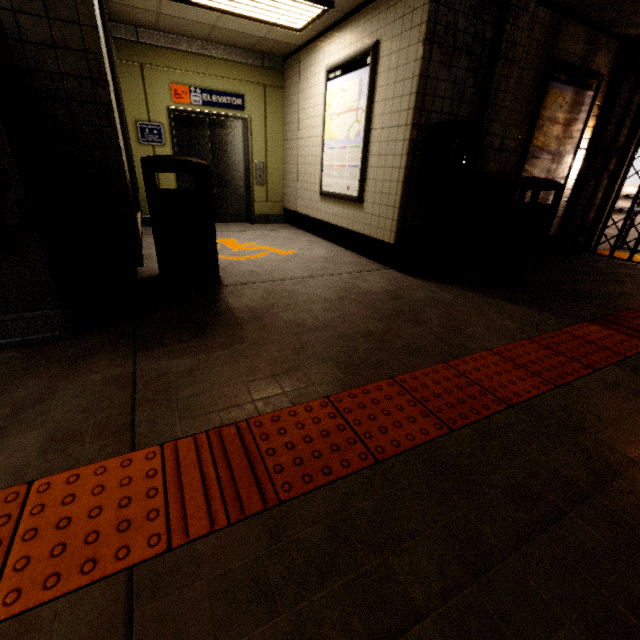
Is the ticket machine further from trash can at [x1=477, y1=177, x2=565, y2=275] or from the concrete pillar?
the concrete pillar

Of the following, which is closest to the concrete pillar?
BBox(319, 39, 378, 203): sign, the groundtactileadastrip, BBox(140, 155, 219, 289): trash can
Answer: the groundtactileadastrip

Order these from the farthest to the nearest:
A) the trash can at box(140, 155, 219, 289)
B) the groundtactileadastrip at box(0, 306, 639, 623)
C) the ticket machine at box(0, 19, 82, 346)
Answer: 1. the trash can at box(140, 155, 219, 289)
2. the ticket machine at box(0, 19, 82, 346)
3. the groundtactileadastrip at box(0, 306, 639, 623)

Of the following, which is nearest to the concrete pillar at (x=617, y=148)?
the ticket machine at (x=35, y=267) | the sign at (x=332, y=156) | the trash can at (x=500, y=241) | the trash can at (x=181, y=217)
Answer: the trash can at (x=500, y=241)

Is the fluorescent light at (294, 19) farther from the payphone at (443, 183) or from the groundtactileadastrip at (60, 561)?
the groundtactileadastrip at (60, 561)

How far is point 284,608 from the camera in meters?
0.9 m

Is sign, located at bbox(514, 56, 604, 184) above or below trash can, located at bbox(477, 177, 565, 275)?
above

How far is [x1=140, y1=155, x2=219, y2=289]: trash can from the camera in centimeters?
Result: 279cm
